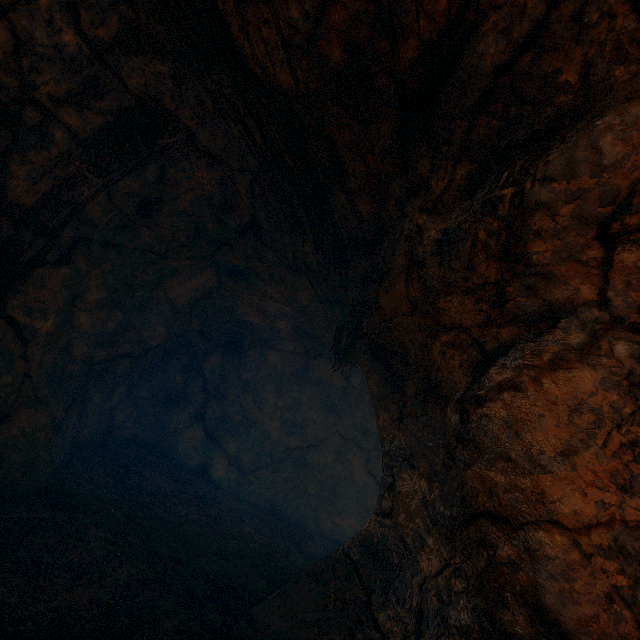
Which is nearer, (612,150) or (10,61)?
(612,150)
